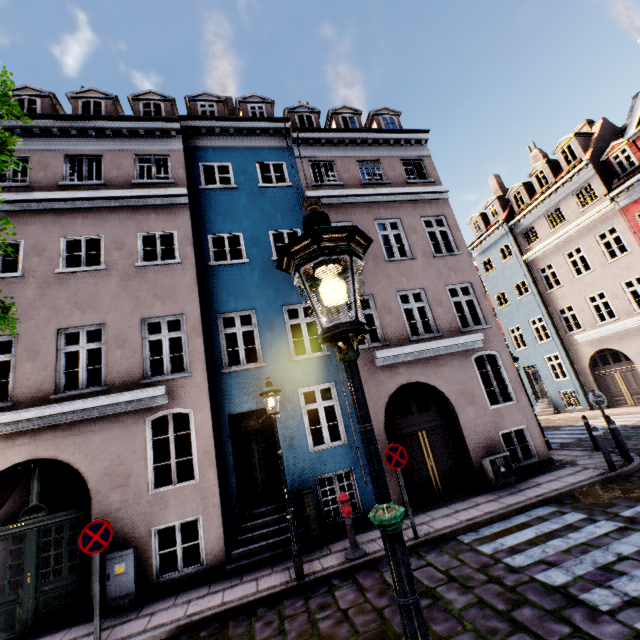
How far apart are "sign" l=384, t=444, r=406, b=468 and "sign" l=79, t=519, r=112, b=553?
5.61m

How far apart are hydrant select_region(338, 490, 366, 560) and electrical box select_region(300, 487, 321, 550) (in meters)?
0.87

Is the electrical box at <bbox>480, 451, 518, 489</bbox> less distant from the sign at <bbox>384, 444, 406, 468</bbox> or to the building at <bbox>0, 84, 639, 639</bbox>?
the building at <bbox>0, 84, 639, 639</bbox>

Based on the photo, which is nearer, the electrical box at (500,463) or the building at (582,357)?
the building at (582,357)

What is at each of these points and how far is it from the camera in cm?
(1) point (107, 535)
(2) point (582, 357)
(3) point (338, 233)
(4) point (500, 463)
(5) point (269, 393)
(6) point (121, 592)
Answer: (1) sign, 590
(2) building, 1988
(3) street light, 157
(4) electrical box, 923
(5) street light, 710
(6) electrical box, 668

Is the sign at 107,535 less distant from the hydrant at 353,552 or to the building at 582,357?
the building at 582,357

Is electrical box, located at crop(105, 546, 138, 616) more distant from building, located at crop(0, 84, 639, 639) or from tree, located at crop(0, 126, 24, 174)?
tree, located at crop(0, 126, 24, 174)

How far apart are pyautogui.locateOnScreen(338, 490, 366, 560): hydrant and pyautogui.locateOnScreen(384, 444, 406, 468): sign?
1.11m
